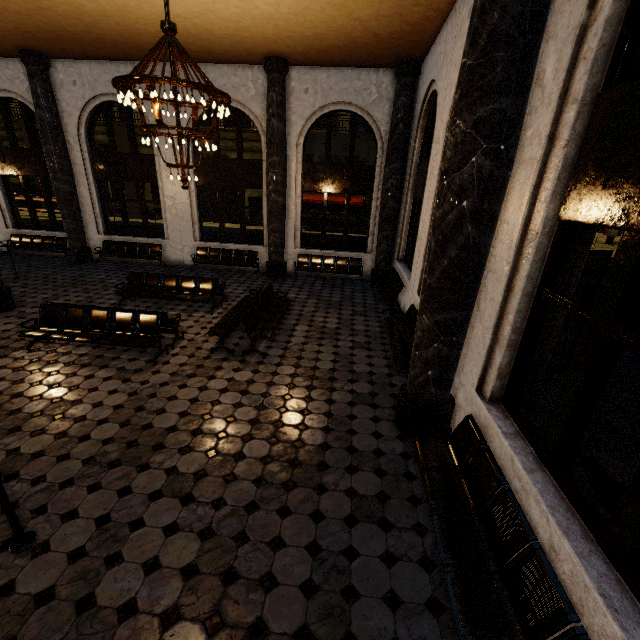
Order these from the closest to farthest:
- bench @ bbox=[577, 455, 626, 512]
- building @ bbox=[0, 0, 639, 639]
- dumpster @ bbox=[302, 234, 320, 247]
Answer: building @ bbox=[0, 0, 639, 639] < bench @ bbox=[577, 455, 626, 512] < dumpster @ bbox=[302, 234, 320, 247]

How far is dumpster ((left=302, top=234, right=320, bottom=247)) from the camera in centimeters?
1455cm

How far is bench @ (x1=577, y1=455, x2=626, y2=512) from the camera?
3.1 meters

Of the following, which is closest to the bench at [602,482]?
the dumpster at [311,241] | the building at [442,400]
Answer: the building at [442,400]

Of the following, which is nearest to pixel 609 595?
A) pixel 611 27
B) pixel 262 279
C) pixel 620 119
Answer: pixel 620 119

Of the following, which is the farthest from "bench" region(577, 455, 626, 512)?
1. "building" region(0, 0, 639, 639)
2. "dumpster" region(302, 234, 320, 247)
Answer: "dumpster" region(302, 234, 320, 247)

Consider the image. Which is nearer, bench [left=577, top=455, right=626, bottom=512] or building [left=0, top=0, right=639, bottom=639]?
building [left=0, top=0, right=639, bottom=639]

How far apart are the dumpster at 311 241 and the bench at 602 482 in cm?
1248
